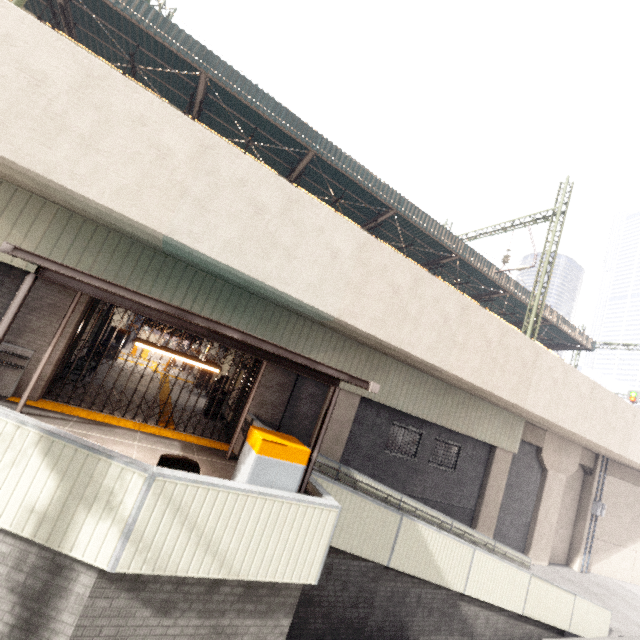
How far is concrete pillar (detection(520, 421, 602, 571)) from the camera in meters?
A: 17.5

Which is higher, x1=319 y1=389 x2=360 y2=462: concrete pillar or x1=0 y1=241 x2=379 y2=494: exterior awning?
x1=0 y1=241 x2=379 y2=494: exterior awning

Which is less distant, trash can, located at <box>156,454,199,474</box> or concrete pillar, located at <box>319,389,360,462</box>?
trash can, located at <box>156,454,199,474</box>

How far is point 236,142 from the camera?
15.46m

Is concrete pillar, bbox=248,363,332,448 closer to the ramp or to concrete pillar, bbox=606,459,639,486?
the ramp

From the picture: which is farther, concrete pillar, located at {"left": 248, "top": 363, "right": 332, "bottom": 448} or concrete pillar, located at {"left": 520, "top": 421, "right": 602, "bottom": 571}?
concrete pillar, located at {"left": 520, "top": 421, "right": 602, "bottom": 571}

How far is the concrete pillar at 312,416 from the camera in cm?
1086

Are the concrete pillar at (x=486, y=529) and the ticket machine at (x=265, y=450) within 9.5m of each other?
no
